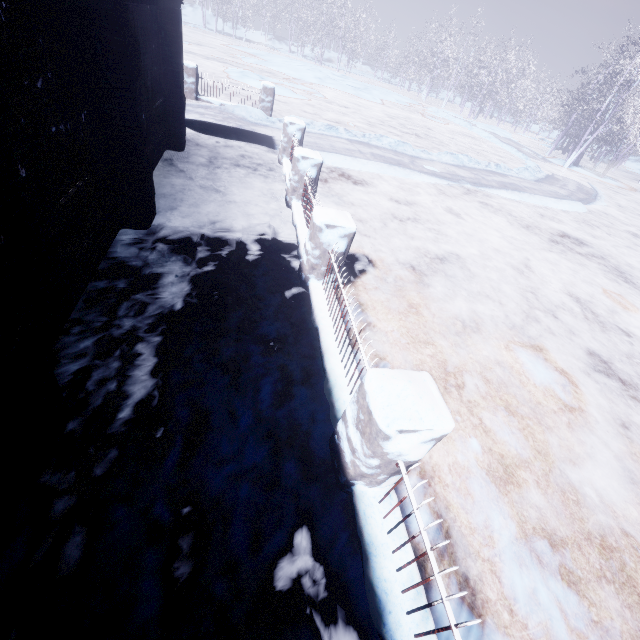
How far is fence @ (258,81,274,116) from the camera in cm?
1044

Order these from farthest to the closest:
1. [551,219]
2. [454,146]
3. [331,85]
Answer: [331,85] < [454,146] < [551,219]

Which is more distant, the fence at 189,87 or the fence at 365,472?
the fence at 189,87

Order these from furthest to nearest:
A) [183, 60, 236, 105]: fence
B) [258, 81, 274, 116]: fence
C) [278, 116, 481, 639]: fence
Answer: [258, 81, 274, 116]: fence
[183, 60, 236, 105]: fence
[278, 116, 481, 639]: fence

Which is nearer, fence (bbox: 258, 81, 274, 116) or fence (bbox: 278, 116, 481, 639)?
fence (bbox: 278, 116, 481, 639)

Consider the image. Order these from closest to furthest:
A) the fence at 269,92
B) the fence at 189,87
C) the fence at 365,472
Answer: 1. the fence at 365,472
2. the fence at 189,87
3. the fence at 269,92
